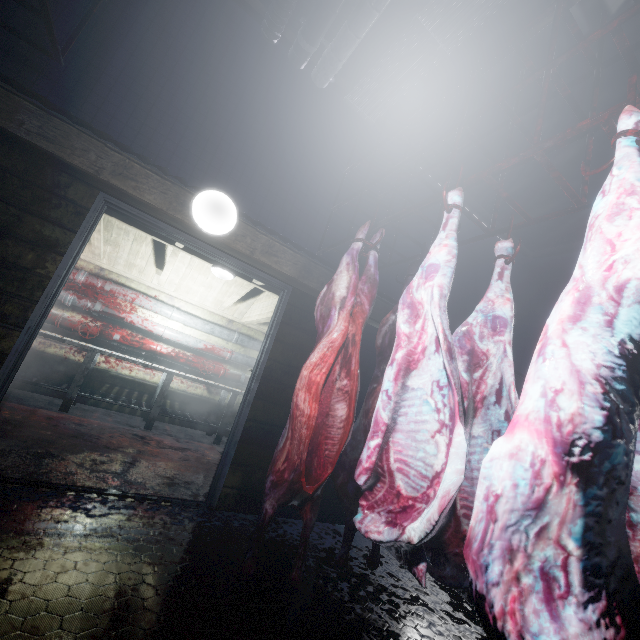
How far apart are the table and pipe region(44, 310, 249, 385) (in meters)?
0.09

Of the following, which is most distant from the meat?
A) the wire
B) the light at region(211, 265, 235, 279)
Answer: the light at region(211, 265, 235, 279)

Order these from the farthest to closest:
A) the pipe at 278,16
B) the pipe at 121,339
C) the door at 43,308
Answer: the pipe at 121,339 → the pipe at 278,16 → the door at 43,308

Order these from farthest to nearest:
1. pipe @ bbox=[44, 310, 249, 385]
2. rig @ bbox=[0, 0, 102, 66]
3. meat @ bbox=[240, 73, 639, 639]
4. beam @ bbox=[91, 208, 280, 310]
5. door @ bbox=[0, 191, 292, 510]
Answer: pipe @ bbox=[44, 310, 249, 385]
beam @ bbox=[91, 208, 280, 310]
door @ bbox=[0, 191, 292, 510]
rig @ bbox=[0, 0, 102, 66]
meat @ bbox=[240, 73, 639, 639]

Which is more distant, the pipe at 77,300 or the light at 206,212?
the pipe at 77,300

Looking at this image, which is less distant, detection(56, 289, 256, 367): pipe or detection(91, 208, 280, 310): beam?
detection(91, 208, 280, 310): beam

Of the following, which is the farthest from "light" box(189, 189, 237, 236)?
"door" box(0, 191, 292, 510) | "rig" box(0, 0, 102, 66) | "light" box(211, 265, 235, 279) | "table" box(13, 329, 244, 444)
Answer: "table" box(13, 329, 244, 444)

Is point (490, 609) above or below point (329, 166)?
below
